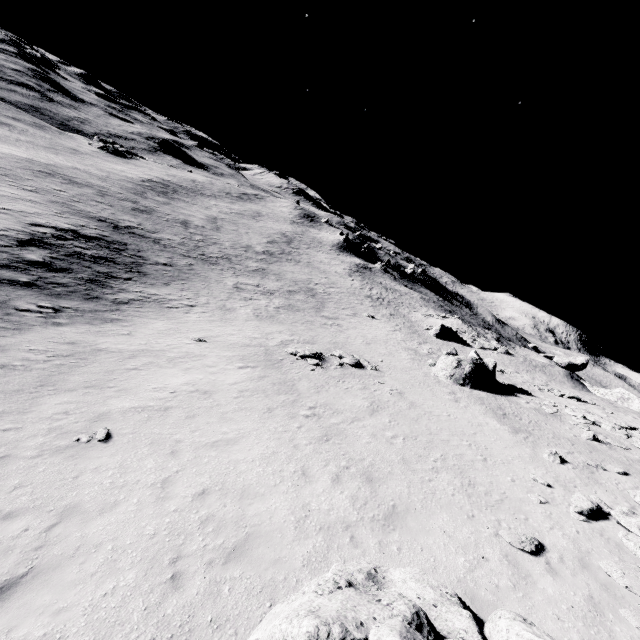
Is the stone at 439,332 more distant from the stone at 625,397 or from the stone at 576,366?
the stone at 625,397

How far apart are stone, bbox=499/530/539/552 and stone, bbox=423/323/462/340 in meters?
38.7

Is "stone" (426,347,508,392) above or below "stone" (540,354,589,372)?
below

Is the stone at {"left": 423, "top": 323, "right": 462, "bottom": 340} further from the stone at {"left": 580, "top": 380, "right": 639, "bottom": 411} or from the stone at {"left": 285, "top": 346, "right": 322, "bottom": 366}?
the stone at {"left": 285, "top": 346, "right": 322, "bottom": 366}

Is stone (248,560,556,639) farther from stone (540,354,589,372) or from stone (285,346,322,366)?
stone (540,354,589,372)

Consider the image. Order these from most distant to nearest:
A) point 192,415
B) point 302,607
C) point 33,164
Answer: point 33,164
point 192,415
point 302,607

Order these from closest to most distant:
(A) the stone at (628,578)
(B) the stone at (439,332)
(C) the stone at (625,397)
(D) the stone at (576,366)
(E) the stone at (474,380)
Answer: (A) the stone at (628,578) → (E) the stone at (474,380) → (C) the stone at (625,397) → (B) the stone at (439,332) → (D) the stone at (576,366)

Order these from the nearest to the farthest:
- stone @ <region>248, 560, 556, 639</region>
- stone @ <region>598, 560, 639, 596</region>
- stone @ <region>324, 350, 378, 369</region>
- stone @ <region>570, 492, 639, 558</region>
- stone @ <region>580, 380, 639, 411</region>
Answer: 1. stone @ <region>248, 560, 556, 639</region>
2. stone @ <region>598, 560, 639, 596</region>
3. stone @ <region>570, 492, 639, 558</region>
4. stone @ <region>324, 350, 378, 369</region>
5. stone @ <region>580, 380, 639, 411</region>
